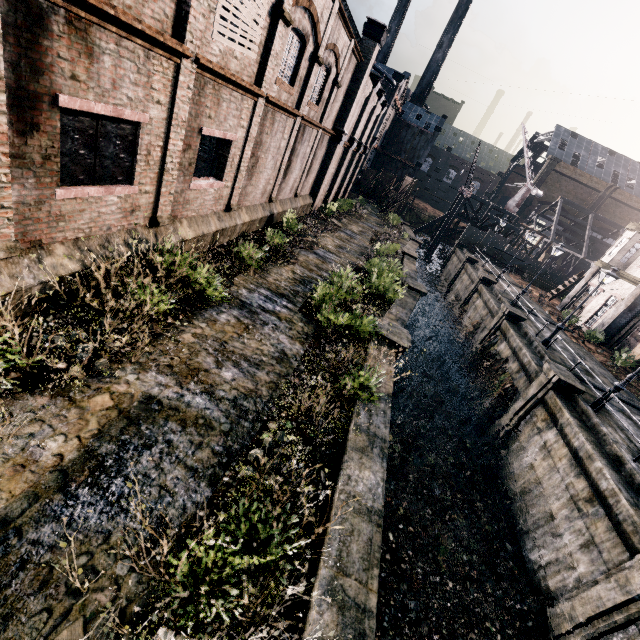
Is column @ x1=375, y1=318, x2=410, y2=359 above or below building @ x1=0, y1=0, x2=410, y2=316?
below

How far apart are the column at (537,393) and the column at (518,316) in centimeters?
700cm

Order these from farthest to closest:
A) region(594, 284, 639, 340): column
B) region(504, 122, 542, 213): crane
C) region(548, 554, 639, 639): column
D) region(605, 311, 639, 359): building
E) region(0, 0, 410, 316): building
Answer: region(504, 122, 542, 213): crane
region(594, 284, 639, 340): column
region(605, 311, 639, 359): building
region(548, 554, 639, 639): column
region(0, 0, 410, 316): building

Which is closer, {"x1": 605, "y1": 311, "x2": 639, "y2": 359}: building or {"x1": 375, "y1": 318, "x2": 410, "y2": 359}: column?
{"x1": 375, "y1": 318, "x2": 410, "y2": 359}: column

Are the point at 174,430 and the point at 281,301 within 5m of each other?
no

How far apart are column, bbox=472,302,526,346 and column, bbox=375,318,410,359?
13.6m

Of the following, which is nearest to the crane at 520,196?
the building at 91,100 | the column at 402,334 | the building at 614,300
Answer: the building at 91,100

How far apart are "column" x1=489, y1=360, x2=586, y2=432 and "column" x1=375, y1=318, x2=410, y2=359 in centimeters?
818cm
